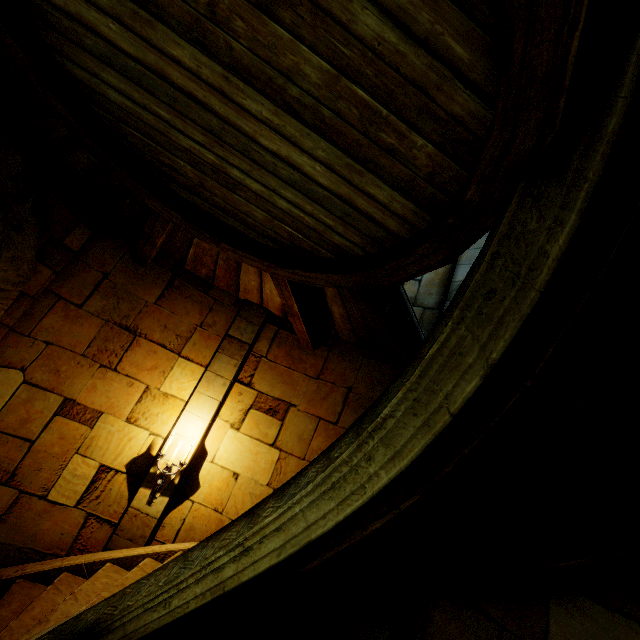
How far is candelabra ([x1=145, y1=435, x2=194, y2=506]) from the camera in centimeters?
477cm

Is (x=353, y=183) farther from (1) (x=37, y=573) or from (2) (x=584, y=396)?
(1) (x=37, y=573)

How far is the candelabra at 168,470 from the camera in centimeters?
477cm
